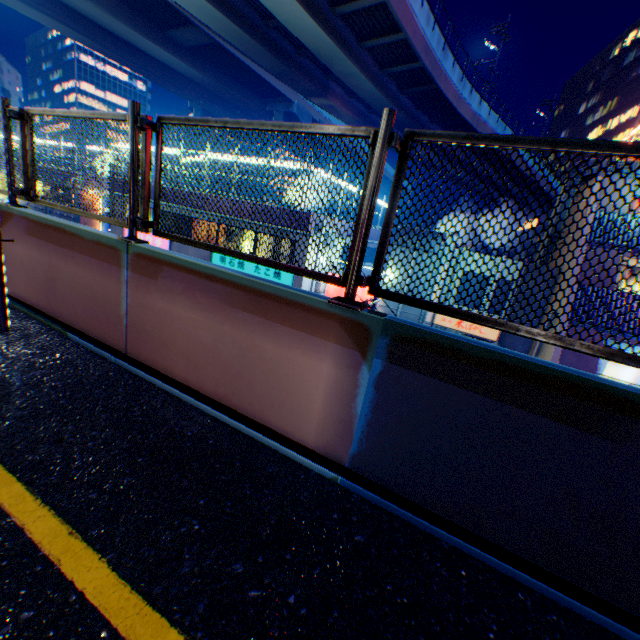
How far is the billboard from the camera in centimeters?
1761cm

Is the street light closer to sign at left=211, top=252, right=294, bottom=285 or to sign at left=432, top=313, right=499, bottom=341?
sign at left=211, top=252, right=294, bottom=285

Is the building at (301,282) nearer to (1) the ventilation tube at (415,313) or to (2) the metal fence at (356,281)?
(2) the metal fence at (356,281)

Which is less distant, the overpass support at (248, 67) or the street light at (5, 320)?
the street light at (5, 320)

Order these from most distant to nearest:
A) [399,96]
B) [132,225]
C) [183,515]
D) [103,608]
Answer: [399,96] < [132,225] < [183,515] < [103,608]

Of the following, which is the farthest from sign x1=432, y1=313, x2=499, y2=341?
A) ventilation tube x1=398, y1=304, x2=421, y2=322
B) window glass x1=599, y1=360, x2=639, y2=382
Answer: window glass x1=599, y1=360, x2=639, y2=382

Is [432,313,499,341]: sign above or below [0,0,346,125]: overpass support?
below

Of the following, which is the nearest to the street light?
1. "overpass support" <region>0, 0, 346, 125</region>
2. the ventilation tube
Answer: "overpass support" <region>0, 0, 346, 125</region>
